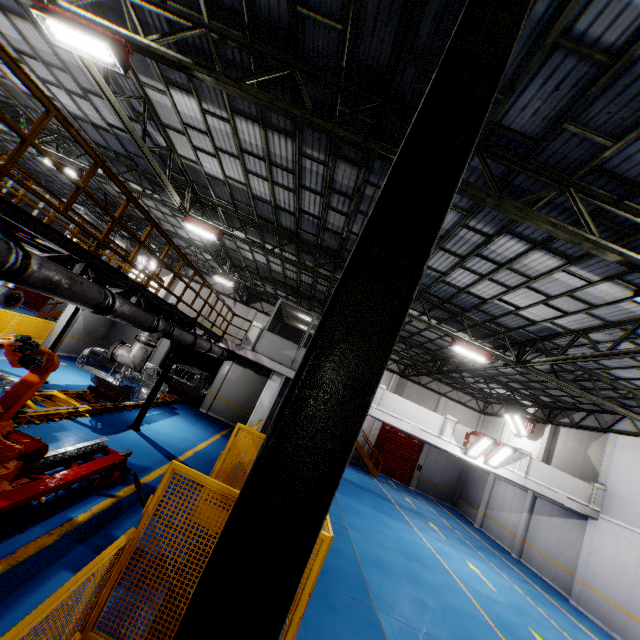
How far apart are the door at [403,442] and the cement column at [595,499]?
12.16m

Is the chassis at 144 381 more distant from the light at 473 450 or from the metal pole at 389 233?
the light at 473 450

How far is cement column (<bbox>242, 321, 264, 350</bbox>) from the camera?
15.7m

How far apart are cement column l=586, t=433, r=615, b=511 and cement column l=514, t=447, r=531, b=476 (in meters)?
3.20

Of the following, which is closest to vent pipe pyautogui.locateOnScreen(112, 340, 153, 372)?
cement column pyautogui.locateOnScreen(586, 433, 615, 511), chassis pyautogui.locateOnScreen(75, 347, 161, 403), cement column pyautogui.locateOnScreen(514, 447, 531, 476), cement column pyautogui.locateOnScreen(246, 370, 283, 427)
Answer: chassis pyautogui.locateOnScreen(75, 347, 161, 403)

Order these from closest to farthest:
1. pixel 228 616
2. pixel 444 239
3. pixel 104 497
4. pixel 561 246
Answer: pixel 228 616, pixel 104 497, pixel 561 246, pixel 444 239

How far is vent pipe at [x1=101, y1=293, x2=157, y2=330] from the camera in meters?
6.3 m

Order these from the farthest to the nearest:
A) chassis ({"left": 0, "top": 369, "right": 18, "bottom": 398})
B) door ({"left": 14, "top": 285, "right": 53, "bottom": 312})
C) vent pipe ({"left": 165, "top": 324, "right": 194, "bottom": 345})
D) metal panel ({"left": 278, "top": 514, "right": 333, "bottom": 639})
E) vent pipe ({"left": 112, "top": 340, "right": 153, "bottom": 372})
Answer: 1. door ({"left": 14, "top": 285, "right": 53, "bottom": 312})
2. vent pipe ({"left": 165, "top": 324, "right": 194, "bottom": 345})
3. vent pipe ({"left": 112, "top": 340, "right": 153, "bottom": 372})
4. chassis ({"left": 0, "top": 369, "right": 18, "bottom": 398})
5. metal panel ({"left": 278, "top": 514, "right": 333, "bottom": 639})
